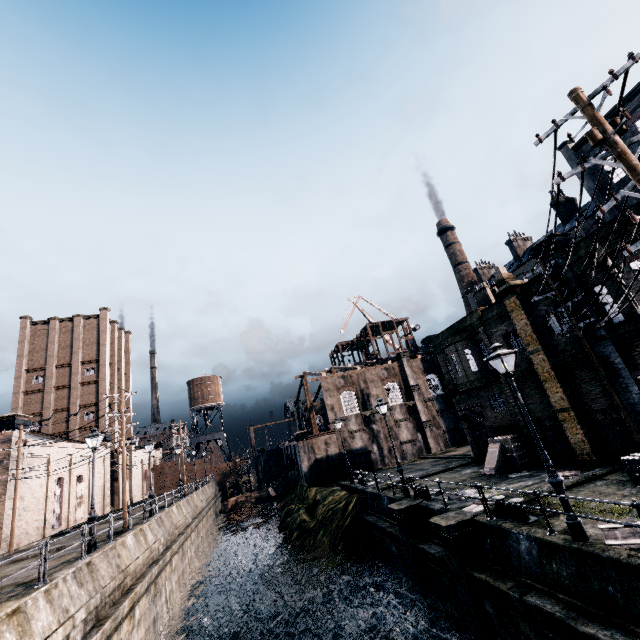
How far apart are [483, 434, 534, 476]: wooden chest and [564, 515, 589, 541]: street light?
11.17m

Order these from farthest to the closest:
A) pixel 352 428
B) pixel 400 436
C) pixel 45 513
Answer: pixel 400 436
pixel 352 428
pixel 45 513

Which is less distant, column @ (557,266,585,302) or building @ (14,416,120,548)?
column @ (557,266,585,302)

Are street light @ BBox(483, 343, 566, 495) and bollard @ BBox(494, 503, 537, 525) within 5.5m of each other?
yes

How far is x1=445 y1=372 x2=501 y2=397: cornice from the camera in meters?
21.7 m

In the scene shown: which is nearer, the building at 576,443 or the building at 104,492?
the building at 576,443

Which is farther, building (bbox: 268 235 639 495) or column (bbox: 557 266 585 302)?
building (bbox: 268 235 639 495)

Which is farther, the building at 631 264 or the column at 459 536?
the building at 631 264
